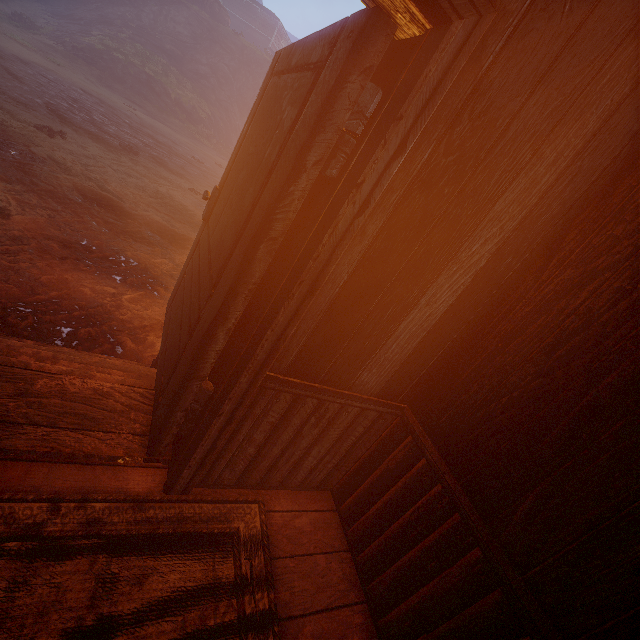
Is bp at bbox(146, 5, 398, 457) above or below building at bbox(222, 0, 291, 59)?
below

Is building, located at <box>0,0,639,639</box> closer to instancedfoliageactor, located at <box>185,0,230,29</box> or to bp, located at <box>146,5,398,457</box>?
bp, located at <box>146,5,398,457</box>

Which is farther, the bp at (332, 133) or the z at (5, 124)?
the z at (5, 124)

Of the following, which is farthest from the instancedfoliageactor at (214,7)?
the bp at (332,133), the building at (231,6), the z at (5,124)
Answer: the bp at (332,133)

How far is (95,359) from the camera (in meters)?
2.87

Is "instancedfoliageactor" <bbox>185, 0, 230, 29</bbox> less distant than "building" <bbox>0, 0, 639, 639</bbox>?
No

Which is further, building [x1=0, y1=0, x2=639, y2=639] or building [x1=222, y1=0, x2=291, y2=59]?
building [x1=222, y1=0, x2=291, y2=59]

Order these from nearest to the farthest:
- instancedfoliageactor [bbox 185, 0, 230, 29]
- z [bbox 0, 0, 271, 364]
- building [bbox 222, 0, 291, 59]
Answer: z [bbox 0, 0, 271, 364] < instancedfoliageactor [bbox 185, 0, 230, 29] < building [bbox 222, 0, 291, 59]
